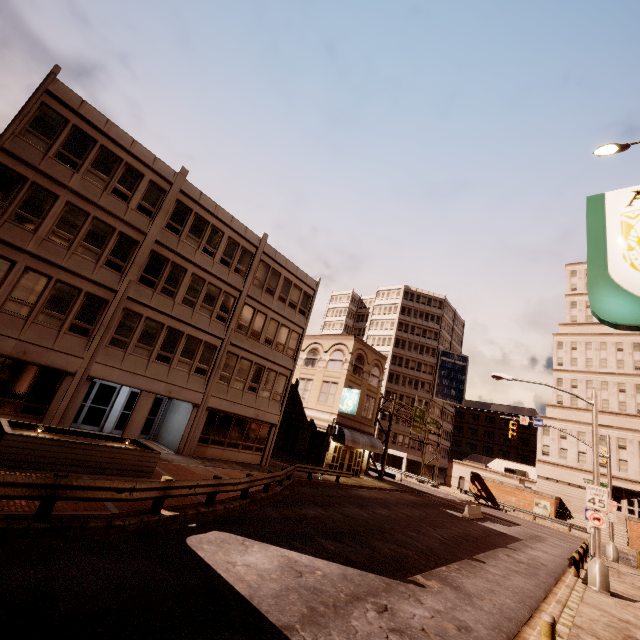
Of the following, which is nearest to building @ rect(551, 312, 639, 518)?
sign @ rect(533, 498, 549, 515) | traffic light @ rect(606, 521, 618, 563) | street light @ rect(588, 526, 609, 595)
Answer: sign @ rect(533, 498, 549, 515)

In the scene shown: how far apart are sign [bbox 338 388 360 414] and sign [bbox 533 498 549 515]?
32.9m

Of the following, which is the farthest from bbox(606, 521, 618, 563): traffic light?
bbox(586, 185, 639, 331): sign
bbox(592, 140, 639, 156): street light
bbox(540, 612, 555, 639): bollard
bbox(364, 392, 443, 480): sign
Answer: bbox(586, 185, 639, 331): sign

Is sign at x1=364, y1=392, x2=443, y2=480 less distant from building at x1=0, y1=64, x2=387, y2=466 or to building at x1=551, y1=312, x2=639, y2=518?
building at x1=0, y1=64, x2=387, y2=466

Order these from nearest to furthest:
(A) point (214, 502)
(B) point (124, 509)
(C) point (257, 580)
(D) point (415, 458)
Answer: (C) point (257, 580)
(B) point (124, 509)
(A) point (214, 502)
(D) point (415, 458)

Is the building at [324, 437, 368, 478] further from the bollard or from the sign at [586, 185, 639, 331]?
the sign at [586, 185, 639, 331]

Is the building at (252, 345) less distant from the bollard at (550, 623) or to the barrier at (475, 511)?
the barrier at (475, 511)

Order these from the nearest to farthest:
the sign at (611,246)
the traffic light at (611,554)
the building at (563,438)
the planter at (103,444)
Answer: the sign at (611,246)
the planter at (103,444)
the traffic light at (611,554)
the building at (563,438)
